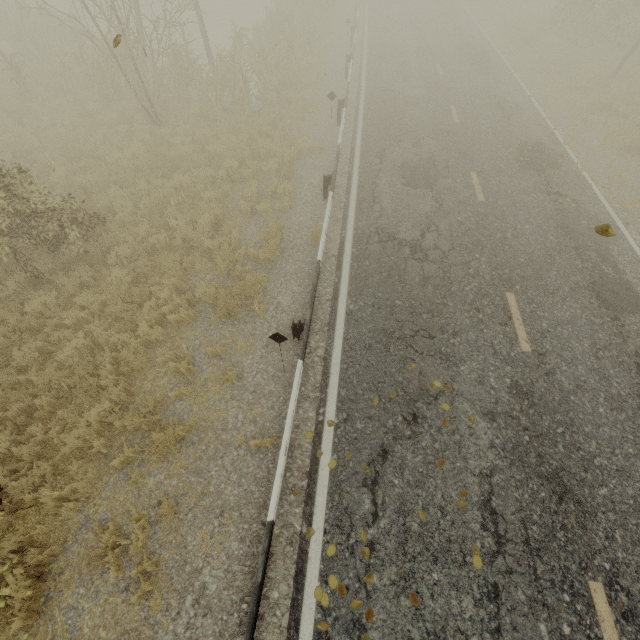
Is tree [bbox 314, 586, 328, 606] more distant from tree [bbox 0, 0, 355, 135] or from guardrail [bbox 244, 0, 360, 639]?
tree [bbox 0, 0, 355, 135]

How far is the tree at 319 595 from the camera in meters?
4.1 m

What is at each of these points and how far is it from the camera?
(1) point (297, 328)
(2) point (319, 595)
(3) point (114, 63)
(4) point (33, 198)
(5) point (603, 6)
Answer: (1) guardrail, 6.3 meters
(2) tree, 4.2 meters
(3) tree, 11.0 meters
(4) tree, 6.9 meters
(5) tree, 16.2 meters

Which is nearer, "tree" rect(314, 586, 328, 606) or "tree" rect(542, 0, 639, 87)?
"tree" rect(314, 586, 328, 606)

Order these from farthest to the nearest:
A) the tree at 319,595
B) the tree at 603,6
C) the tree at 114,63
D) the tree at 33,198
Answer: the tree at 603,6 < the tree at 114,63 < the tree at 33,198 < the tree at 319,595

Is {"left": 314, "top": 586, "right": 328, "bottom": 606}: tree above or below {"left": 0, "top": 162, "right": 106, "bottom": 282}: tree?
below

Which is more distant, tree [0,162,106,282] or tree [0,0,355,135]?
tree [0,0,355,135]
